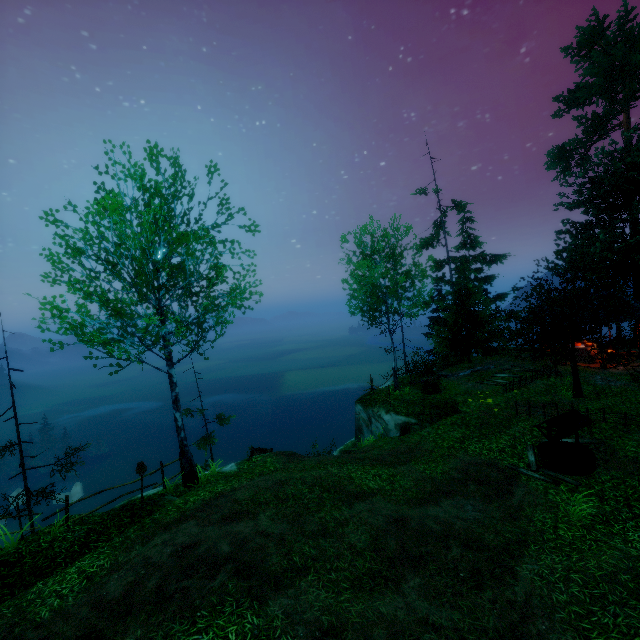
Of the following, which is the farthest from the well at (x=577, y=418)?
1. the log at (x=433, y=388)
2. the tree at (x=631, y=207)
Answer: the log at (x=433, y=388)

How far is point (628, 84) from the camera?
25.2 meters

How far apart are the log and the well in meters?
7.0

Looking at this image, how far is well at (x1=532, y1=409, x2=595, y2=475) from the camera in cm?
1020

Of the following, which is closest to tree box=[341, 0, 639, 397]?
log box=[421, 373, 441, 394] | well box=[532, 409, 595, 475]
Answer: well box=[532, 409, 595, 475]

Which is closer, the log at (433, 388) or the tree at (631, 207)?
the tree at (631, 207)

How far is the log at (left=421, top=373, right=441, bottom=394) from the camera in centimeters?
1866cm
